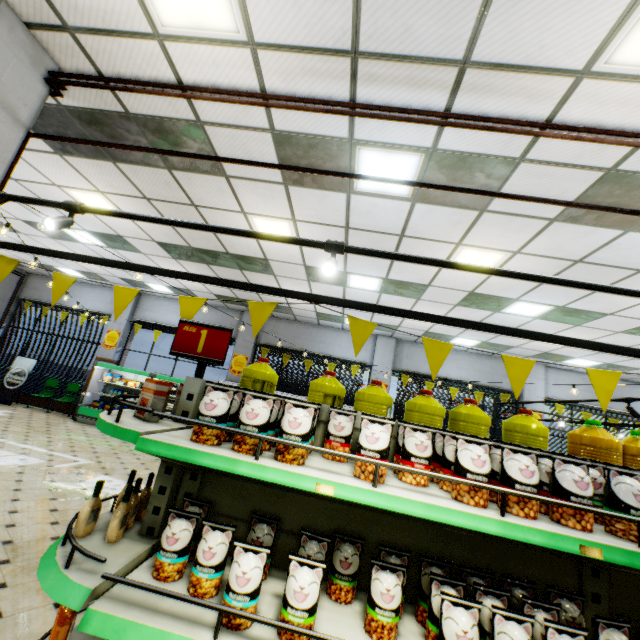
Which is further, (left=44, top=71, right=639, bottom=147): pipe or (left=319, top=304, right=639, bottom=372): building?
(left=319, top=304, right=639, bottom=372): building

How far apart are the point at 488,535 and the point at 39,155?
7.22m

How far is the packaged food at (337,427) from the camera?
1.61m

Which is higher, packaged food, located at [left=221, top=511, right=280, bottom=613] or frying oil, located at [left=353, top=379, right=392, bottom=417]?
frying oil, located at [left=353, top=379, right=392, bottom=417]

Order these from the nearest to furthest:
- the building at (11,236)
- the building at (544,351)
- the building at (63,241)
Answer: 1. the building at (63,241)
2. the building at (11,236)
3. the building at (544,351)

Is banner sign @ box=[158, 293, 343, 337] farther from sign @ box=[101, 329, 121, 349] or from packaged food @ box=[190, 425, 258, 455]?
sign @ box=[101, 329, 121, 349]

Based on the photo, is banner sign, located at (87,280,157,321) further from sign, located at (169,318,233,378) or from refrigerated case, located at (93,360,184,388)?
refrigerated case, located at (93,360,184,388)

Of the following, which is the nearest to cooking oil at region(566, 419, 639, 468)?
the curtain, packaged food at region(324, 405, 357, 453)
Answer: packaged food at region(324, 405, 357, 453)
